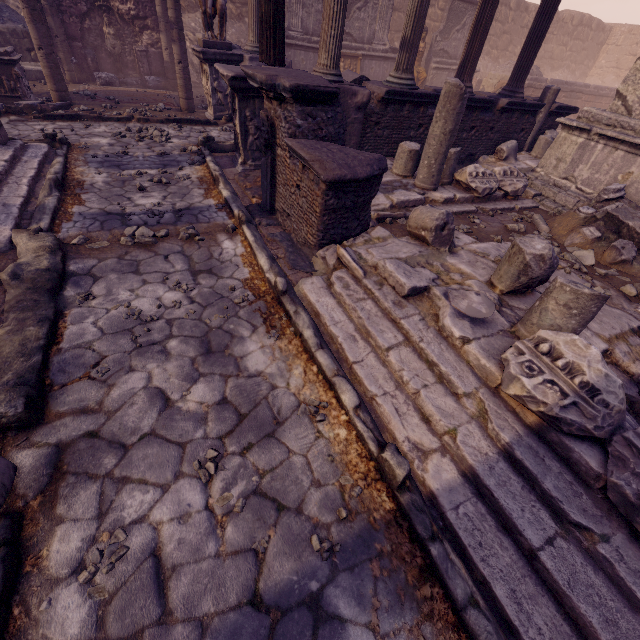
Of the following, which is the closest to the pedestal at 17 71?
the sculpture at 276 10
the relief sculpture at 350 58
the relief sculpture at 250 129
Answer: the relief sculpture at 250 129

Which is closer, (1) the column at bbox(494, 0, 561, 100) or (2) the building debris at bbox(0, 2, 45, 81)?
(1) the column at bbox(494, 0, 561, 100)

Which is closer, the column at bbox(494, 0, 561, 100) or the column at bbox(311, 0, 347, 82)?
the column at bbox(311, 0, 347, 82)

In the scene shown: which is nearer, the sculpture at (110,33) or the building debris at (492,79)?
the sculpture at (110,33)

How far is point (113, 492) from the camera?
2.2 meters

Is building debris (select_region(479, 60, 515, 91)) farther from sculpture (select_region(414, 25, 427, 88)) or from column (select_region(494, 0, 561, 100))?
column (select_region(494, 0, 561, 100))

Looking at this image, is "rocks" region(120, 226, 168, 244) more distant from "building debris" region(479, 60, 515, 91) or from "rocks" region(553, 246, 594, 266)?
"building debris" region(479, 60, 515, 91)

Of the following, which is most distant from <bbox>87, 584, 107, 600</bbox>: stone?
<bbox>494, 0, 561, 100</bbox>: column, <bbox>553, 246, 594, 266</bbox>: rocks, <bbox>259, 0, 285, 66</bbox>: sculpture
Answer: <bbox>494, 0, 561, 100</bbox>: column
